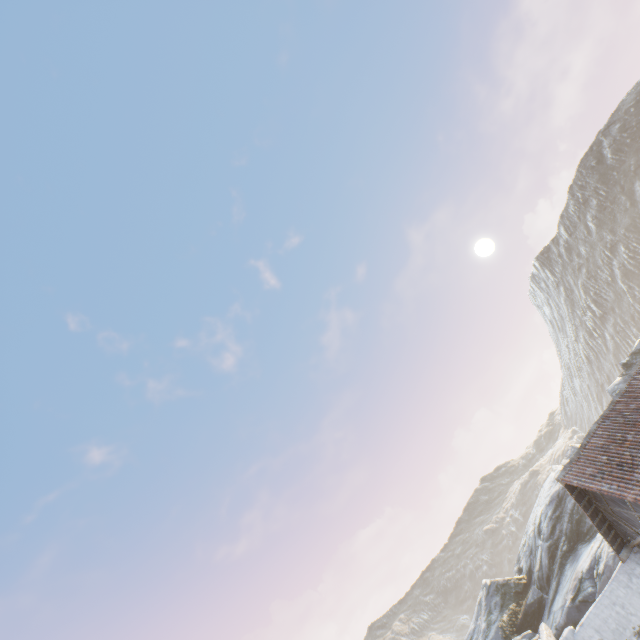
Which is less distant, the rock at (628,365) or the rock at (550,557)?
the rock at (550,557)

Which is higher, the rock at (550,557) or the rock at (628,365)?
the rock at (628,365)

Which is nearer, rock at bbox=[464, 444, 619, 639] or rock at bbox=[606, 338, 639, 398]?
Result: rock at bbox=[464, 444, 619, 639]

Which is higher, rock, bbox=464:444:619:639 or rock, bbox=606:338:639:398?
rock, bbox=606:338:639:398

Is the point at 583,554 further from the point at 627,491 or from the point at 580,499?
the point at 627,491
